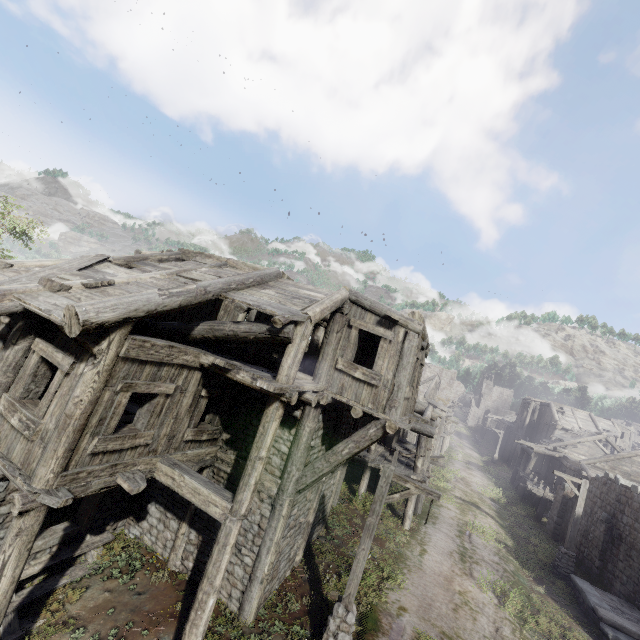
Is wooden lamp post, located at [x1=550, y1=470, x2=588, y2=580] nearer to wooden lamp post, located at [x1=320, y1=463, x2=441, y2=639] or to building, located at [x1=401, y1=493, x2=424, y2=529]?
building, located at [x1=401, y1=493, x2=424, y2=529]

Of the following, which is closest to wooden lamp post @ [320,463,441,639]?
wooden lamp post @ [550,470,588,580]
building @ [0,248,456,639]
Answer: building @ [0,248,456,639]

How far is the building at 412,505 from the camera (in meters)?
15.40

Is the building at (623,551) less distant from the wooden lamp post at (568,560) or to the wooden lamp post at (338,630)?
the wooden lamp post at (338,630)

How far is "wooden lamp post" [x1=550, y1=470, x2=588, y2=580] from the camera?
15.8 meters

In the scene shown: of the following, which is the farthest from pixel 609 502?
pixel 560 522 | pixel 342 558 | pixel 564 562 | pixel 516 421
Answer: pixel 516 421

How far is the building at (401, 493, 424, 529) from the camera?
15.40m
